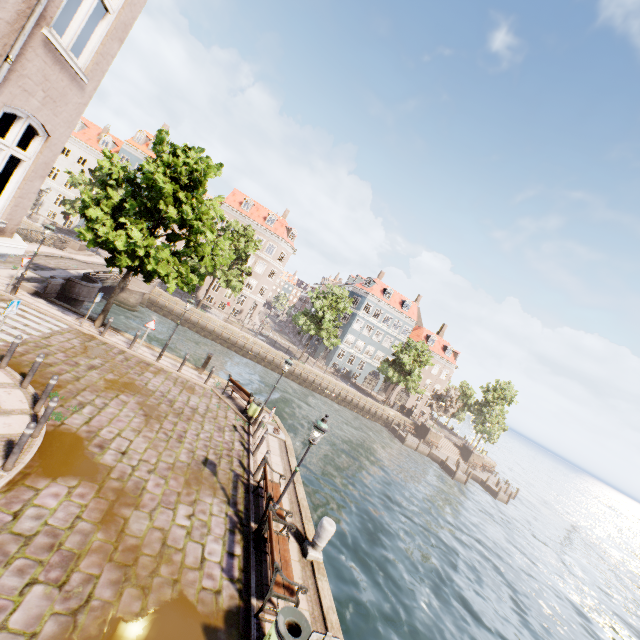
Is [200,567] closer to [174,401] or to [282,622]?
[282,622]

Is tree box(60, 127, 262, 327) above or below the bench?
above

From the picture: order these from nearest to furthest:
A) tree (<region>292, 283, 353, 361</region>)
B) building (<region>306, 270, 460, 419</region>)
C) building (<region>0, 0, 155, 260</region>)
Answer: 1. building (<region>0, 0, 155, 260</region>)
2. tree (<region>292, 283, 353, 361</region>)
3. building (<region>306, 270, 460, 419</region>)

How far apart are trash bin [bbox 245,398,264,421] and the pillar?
7.1 meters

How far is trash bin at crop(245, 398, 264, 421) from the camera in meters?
15.6

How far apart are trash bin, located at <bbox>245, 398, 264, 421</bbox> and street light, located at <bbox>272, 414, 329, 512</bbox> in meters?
7.2 m

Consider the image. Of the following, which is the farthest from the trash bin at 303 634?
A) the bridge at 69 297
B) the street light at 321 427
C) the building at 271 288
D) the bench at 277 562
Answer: the building at 271 288

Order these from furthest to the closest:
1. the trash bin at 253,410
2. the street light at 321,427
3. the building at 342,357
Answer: the building at 342,357
the trash bin at 253,410
the street light at 321,427
